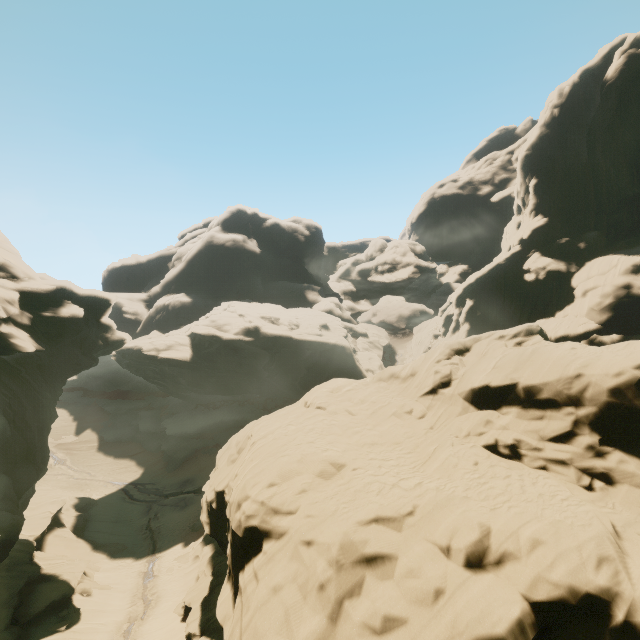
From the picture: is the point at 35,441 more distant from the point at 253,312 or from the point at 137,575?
the point at 253,312
